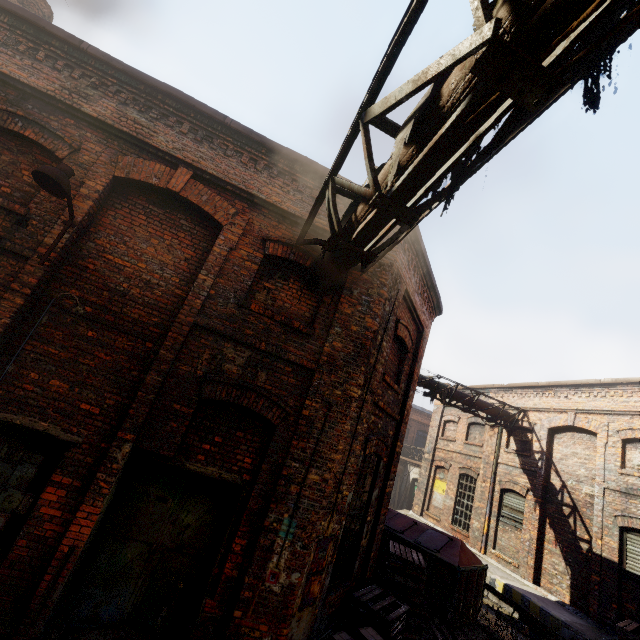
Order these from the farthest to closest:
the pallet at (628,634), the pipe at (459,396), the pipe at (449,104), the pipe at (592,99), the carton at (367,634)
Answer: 1. the pipe at (459,396)
2. the pallet at (628,634)
3. the carton at (367,634)
4. the pipe at (449,104)
5. the pipe at (592,99)

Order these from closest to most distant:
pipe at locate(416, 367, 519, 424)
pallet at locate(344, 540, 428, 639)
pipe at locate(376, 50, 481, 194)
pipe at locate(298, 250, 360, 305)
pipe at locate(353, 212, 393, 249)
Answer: pipe at locate(376, 50, 481, 194) < pipe at locate(353, 212, 393, 249) < pipe at locate(298, 250, 360, 305) < pallet at locate(344, 540, 428, 639) < pipe at locate(416, 367, 519, 424)

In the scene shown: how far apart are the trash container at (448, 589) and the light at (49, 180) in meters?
11.0

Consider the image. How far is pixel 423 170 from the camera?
2.9 meters

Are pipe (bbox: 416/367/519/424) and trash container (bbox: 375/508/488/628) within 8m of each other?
yes

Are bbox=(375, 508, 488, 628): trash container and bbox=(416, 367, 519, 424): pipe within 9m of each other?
yes

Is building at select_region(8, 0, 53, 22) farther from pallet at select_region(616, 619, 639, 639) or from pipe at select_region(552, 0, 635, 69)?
pallet at select_region(616, 619, 639, 639)

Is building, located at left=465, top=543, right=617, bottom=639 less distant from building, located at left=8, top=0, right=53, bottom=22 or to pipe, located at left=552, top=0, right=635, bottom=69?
pipe, located at left=552, top=0, right=635, bottom=69
